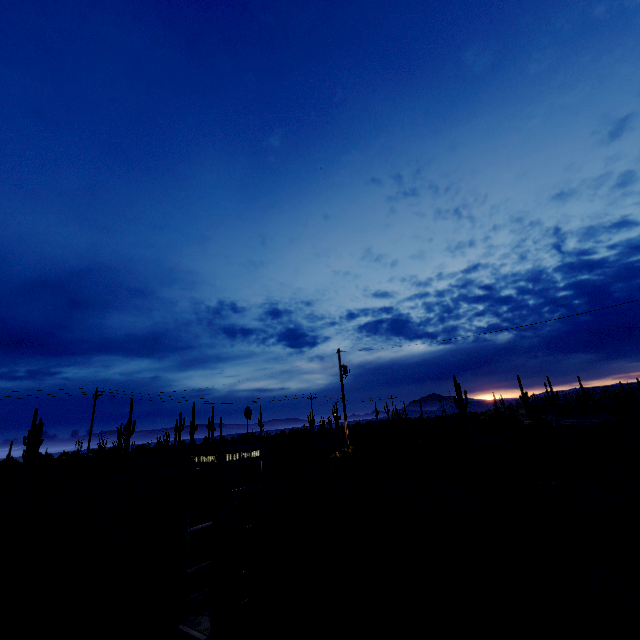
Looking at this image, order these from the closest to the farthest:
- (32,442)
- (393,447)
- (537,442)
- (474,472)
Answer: (474,472) < (537,442) < (393,447) < (32,442)
